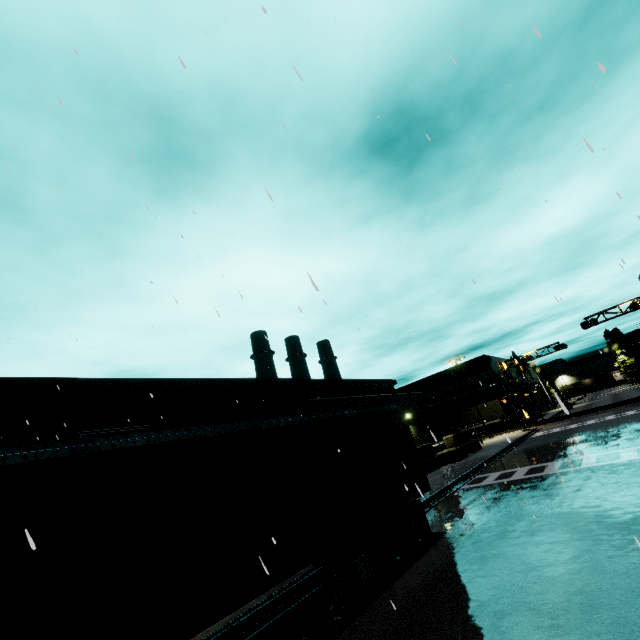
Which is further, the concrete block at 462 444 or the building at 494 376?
the building at 494 376

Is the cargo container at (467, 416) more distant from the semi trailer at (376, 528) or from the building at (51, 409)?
the semi trailer at (376, 528)

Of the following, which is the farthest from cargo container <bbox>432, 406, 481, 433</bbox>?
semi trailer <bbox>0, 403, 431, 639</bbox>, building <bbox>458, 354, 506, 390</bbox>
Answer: semi trailer <bbox>0, 403, 431, 639</bbox>

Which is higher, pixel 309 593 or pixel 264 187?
pixel 264 187

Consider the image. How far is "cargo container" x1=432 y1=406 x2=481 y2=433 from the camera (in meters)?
44.59

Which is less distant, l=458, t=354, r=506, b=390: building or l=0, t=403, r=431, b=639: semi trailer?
l=0, t=403, r=431, b=639: semi trailer

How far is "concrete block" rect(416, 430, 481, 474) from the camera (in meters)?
23.33

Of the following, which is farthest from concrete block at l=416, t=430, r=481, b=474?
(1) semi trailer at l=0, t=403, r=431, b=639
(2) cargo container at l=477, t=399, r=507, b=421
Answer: (1) semi trailer at l=0, t=403, r=431, b=639
